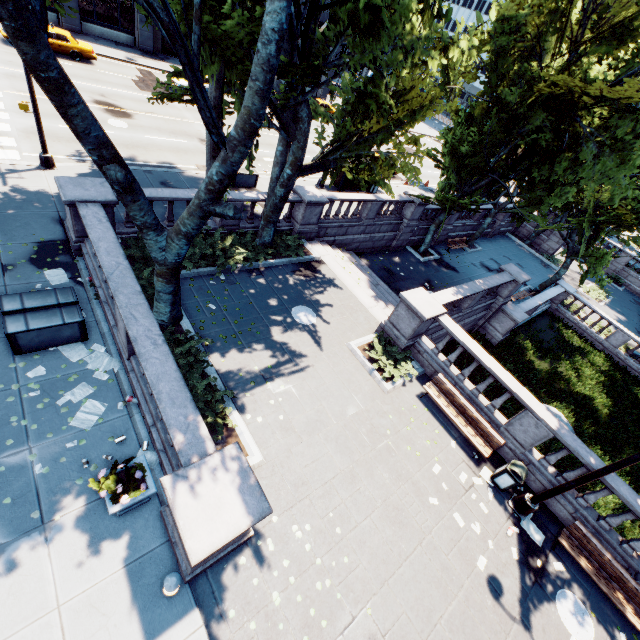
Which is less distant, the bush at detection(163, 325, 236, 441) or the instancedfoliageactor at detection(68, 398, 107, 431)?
the instancedfoliageactor at detection(68, 398, 107, 431)

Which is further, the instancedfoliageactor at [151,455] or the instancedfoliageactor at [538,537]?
the instancedfoliageactor at [538,537]

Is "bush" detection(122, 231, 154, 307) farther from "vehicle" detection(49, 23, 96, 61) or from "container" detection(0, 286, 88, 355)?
"vehicle" detection(49, 23, 96, 61)

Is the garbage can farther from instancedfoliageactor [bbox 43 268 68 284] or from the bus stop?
the bus stop

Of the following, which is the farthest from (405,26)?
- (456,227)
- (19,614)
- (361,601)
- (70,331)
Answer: (456,227)

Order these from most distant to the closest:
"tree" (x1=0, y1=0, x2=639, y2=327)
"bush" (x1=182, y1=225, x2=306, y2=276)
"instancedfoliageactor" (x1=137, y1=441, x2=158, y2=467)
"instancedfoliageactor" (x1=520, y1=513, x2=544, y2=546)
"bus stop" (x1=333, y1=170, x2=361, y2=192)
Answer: "bus stop" (x1=333, y1=170, x2=361, y2=192) → "bush" (x1=182, y1=225, x2=306, y2=276) → "instancedfoliageactor" (x1=520, y1=513, x2=544, y2=546) → "instancedfoliageactor" (x1=137, y1=441, x2=158, y2=467) → "tree" (x1=0, y1=0, x2=639, y2=327)

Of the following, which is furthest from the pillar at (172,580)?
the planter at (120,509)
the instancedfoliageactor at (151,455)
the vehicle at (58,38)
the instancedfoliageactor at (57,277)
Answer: the vehicle at (58,38)

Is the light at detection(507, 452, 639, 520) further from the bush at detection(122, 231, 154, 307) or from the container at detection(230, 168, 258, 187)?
the container at detection(230, 168, 258, 187)
